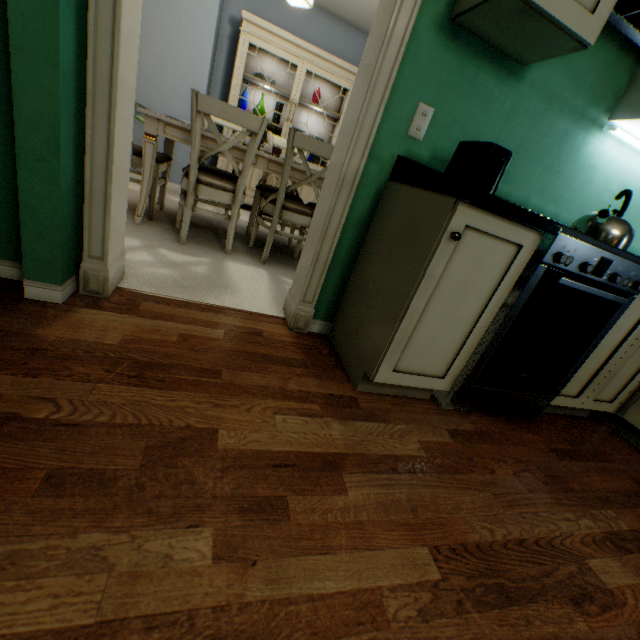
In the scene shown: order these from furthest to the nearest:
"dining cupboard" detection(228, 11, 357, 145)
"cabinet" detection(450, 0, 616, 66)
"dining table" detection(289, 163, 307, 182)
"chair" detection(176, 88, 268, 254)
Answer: "dining cupboard" detection(228, 11, 357, 145), "dining table" detection(289, 163, 307, 182), "chair" detection(176, 88, 268, 254), "cabinet" detection(450, 0, 616, 66)

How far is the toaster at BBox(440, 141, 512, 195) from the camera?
1.2 meters

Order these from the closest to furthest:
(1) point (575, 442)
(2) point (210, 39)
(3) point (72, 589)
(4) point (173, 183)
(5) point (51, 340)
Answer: (3) point (72, 589) → (5) point (51, 340) → (1) point (575, 442) → (2) point (210, 39) → (4) point (173, 183)

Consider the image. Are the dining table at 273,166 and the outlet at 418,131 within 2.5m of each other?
yes

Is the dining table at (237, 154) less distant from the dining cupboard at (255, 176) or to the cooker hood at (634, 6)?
the dining cupboard at (255, 176)

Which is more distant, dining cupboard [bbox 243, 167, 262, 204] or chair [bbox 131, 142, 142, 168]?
dining cupboard [bbox 243, 167, 262, 204]

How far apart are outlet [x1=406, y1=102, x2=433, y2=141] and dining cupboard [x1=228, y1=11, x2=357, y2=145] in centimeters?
315cm

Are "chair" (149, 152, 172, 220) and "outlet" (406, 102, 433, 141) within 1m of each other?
no
